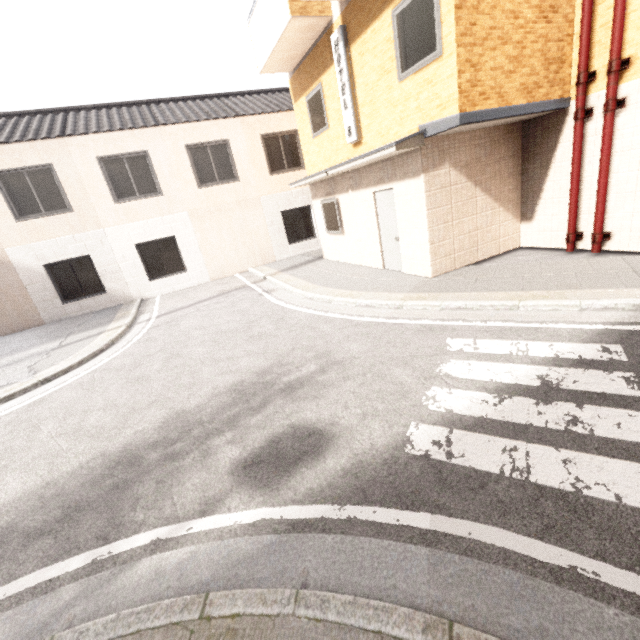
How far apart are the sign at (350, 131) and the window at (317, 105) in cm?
107

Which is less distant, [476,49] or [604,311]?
[604,311]

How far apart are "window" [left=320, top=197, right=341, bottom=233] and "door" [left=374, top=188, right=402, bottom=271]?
1.8m

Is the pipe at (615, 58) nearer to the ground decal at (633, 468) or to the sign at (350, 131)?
the ground decal at (633, 468)

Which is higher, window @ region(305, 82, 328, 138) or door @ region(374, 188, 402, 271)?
window @ region(305, 82, 328, 138)

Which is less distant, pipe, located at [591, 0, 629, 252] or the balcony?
pipe, located at [591, 0, 629, 252]

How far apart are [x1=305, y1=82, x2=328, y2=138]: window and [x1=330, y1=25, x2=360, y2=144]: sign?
1.07m

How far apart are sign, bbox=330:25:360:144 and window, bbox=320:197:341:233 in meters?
1.7
